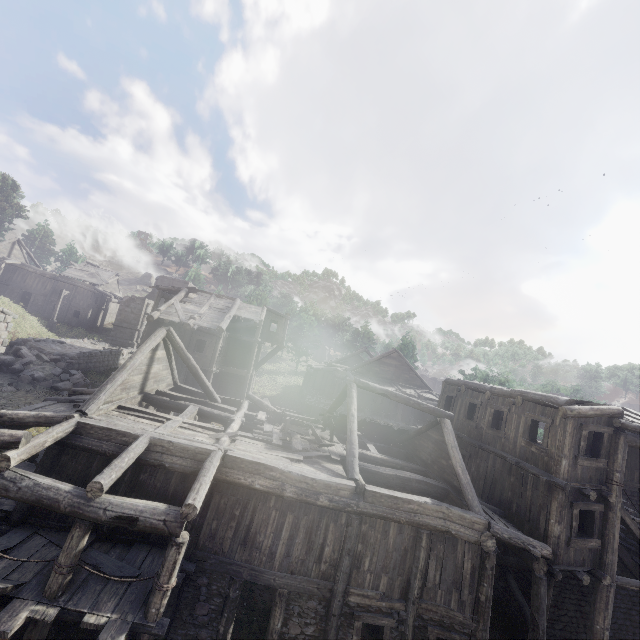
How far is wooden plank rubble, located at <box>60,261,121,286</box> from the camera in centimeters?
4338cm

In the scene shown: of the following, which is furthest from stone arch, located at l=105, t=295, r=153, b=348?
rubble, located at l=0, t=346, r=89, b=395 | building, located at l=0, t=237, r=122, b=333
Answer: rubble, located at l=0, t=346, r=89, b=395

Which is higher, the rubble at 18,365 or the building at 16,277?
the building at 16,277

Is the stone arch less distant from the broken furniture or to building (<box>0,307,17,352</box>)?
building (<box>0,307,17,352</box>)

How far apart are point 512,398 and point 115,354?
32.41m

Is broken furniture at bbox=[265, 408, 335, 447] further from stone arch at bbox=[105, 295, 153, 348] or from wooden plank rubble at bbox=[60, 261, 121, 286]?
wooden plank rubble at bbox=[60, 261, 121, 286]

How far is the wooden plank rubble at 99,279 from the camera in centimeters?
4338cm

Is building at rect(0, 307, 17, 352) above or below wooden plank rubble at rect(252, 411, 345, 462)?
above
